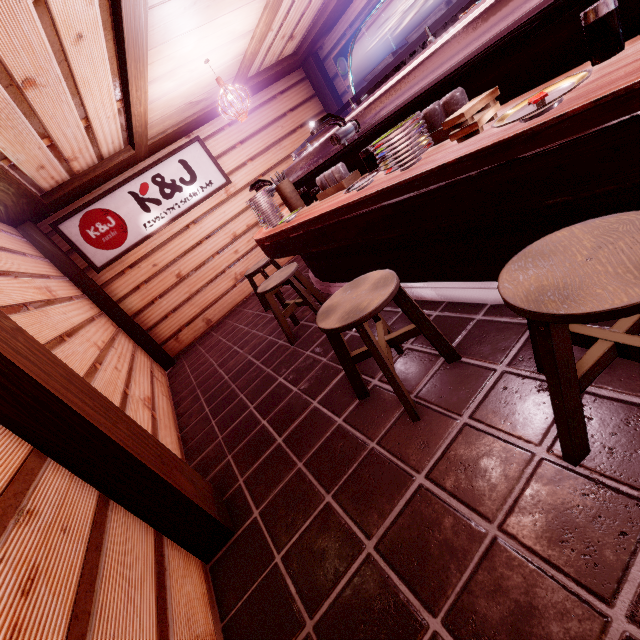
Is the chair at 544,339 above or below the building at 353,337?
above

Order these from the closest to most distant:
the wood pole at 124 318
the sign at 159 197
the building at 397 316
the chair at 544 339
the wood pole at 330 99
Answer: the chair at 544 339, the building at 397 316, the wood pole at 124 318, the sign at 159 197, the wood pole at 330 99

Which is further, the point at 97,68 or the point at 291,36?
the point at 291,36

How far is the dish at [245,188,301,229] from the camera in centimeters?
562cm

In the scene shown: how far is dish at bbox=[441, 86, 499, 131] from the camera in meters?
2.3

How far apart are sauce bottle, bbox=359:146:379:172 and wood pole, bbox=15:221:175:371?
8.28m

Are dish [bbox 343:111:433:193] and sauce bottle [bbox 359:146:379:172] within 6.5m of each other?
yes

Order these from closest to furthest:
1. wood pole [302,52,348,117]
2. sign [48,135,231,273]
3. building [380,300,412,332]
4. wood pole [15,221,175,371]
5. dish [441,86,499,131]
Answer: dish [441,86,499,131]
building [380,300,412,332]
wood pole [15,221,175,371]
sign [48,135,231,273]
wood pole [302,52,348,117]
